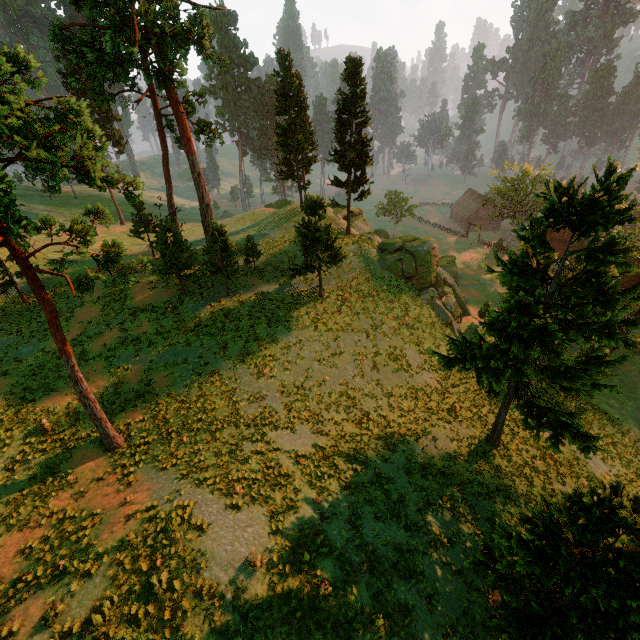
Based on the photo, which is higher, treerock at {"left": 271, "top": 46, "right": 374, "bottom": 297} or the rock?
treerock at {"left": 271, "top": 46, "right": 374, "bottom": 297}

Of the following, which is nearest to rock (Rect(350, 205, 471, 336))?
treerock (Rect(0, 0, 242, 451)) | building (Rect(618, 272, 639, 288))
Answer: treerock (Rect(0, 0, 242, 451))

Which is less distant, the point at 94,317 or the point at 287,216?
the point at 94,317

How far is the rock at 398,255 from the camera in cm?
3256

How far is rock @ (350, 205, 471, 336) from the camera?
32.6m

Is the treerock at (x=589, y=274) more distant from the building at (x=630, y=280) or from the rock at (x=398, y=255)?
the rock at (x=398, y=255)

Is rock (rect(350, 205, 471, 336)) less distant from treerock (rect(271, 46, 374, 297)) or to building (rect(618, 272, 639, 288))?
treerock (rect(271, 46, 374, 297))
